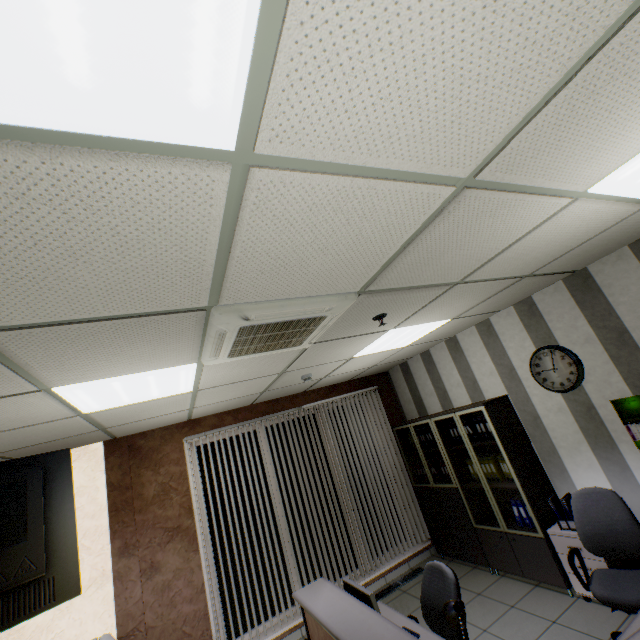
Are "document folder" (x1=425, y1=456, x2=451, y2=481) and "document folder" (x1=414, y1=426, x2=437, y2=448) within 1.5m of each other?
yes

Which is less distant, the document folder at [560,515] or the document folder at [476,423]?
the document folder at [560,515]

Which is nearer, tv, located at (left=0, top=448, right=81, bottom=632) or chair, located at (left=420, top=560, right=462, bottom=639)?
tv, located at (left=0, top=448, right=81, bottom=632)

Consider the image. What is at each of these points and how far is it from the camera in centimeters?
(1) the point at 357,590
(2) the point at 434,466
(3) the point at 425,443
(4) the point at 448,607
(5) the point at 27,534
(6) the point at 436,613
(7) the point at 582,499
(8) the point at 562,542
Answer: (1) monitor, 274cm
(2) document folder, 551cm
(3) document folder, 563cm
(4) lamp, 205cm
(5) tv, 180cm
(6) chair, 275cm
(7) chair, 321cm
(8) drawer, 360cm

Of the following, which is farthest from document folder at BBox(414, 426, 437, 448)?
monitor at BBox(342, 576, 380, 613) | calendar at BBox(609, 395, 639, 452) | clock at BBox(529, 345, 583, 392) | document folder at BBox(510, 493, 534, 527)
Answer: monitor at BBox(342, 576, 380, 613)

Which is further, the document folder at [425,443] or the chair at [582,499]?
the document folder at [425,443]

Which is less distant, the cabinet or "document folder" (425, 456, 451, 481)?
the cabinet

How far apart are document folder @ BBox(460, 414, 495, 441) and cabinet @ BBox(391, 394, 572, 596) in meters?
0.1 m
